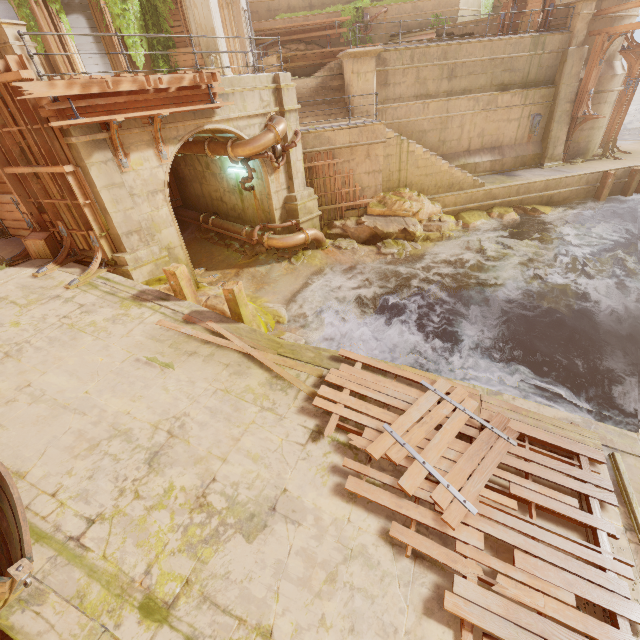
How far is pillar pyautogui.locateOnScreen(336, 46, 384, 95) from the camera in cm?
1359

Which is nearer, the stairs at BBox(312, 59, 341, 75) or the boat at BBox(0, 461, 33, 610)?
the boat at BBox(0, 461, 33, 610)

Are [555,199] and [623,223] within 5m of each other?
yes

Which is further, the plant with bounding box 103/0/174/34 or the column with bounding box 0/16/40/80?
the plant with bounding box 103/0/174/34

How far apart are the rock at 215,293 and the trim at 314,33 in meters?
18.1 m

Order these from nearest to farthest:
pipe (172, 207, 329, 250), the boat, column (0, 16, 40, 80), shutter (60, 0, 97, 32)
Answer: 1. the boat
2. column (0, 16, 40, 80)
3. pipe (172, 207, 329, 250)
4. shutter (60, 0, 97, 32)

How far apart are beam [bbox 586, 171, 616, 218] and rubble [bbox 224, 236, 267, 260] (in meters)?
17.67

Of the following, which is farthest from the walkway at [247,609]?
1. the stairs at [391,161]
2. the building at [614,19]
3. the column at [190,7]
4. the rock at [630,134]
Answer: the rock at [630,134]
